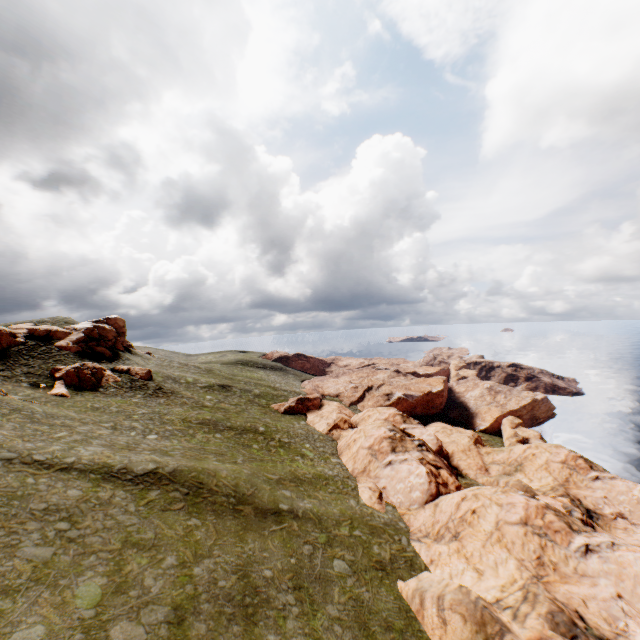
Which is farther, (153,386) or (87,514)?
(153,386)

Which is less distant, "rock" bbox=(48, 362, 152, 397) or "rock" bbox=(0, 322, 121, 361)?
"rock" bbox=(48, 362, 152, 397)

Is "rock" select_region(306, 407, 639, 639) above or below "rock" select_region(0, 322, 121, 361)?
below

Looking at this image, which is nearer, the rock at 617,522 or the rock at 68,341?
the rock at 617,522

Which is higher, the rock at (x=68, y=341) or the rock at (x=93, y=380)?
the rock at (x=68, y=341)

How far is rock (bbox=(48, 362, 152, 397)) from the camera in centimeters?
4306cm

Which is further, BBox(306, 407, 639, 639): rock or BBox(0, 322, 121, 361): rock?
BBox(0, 322, 121, 361): rock
